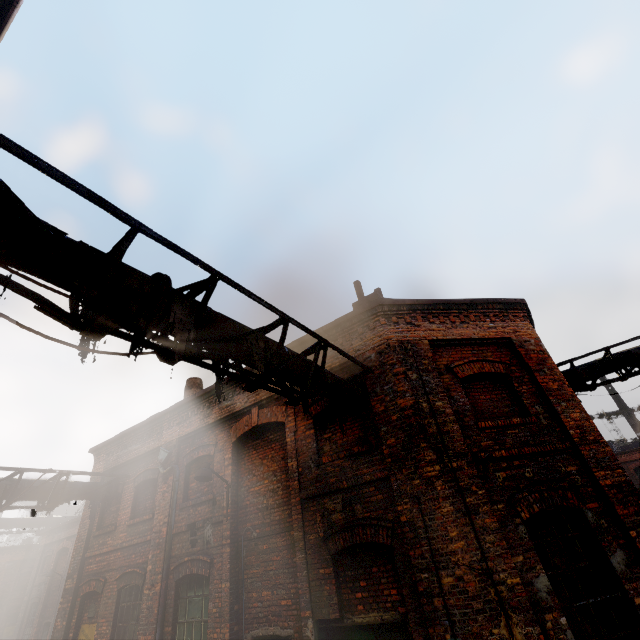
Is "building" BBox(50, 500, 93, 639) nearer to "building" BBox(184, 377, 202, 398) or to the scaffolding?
"building" BBox(184, 377, 202, 398)

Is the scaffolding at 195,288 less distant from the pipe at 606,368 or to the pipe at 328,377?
the pipe at 328,377

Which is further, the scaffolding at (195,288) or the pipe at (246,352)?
the pipe at (246,352)

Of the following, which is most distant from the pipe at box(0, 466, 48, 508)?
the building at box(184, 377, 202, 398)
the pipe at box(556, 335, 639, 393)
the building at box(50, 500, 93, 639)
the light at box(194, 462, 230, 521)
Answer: the pipe at box(556, 335, 639, 393)

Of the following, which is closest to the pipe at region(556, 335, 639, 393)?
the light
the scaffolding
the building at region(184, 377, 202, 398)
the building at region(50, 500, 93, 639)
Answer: the scaffolding

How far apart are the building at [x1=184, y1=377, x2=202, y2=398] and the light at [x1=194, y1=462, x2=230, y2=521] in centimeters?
536cm

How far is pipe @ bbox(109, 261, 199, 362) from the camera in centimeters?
333cm

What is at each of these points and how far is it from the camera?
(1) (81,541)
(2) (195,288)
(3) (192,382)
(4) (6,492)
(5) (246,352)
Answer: (1) building, 10.91m
(2) scaffolding, 4.22m
(3) building, 13.81m
(4) pipe, 8.88m
(5) pipe, 4.63m
